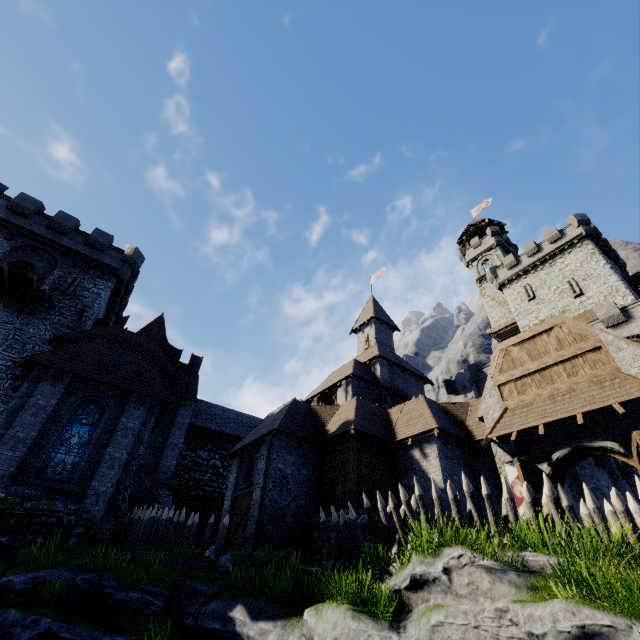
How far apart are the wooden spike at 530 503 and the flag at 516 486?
5.1 meters

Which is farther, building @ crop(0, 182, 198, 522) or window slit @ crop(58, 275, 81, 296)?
window slit @ crop(58, 275, 81, 296)

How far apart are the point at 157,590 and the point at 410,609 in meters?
8.1

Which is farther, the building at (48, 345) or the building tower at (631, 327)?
the building tower at (631, 327)

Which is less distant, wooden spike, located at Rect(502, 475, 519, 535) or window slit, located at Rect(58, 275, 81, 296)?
wooden spike, located at Rect(502, 475, 519, 535)

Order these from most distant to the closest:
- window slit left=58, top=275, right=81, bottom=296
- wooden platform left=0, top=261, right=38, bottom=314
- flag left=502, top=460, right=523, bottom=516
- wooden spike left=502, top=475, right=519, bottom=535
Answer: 1. window slit left=58, top=275, right=81, bottom=296
2. wooden platform left=0, top=261, right=38, bottom=314
3. flag left=502, top=460, right=523, bottom=516
4. wooden spike left=502, top=475, right=519, bottom=535

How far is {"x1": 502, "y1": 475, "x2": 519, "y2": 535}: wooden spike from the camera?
8.1m

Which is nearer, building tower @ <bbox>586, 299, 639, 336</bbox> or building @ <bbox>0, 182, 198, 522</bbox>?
building @ <bbox>0, 182, 198, 522</bbox>
